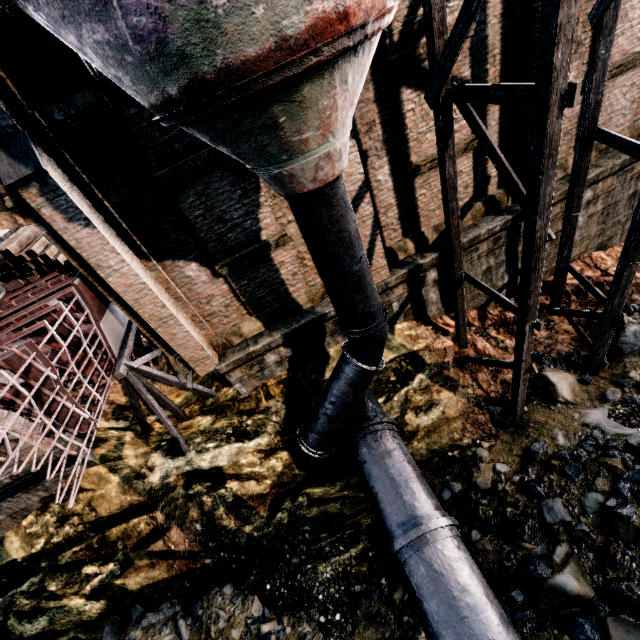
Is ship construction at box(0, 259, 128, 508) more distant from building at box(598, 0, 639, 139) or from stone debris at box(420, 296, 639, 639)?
stone debris at box(420, 296, 639, 639)

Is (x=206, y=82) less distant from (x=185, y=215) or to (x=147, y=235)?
(x=185, y=215)

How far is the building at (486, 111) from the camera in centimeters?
897cm

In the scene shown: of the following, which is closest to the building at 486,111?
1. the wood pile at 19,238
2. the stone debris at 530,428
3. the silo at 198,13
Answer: the silo at 198,13

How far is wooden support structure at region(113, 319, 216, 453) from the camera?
9.85m

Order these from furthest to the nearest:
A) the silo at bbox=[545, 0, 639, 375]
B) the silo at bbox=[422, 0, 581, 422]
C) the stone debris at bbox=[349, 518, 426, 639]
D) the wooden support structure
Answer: the wooden support structure
the stone debris at bbox=[349, 518, 426, 639]
the silo at bbox=[545, 0, 639, 375]
the silo at bbox=[422, 0, 581, 422]

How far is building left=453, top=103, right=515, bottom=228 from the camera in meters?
8.9

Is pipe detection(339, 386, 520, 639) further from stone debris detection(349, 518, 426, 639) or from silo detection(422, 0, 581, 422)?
stone debris detection(349, 518, 426, 639)
